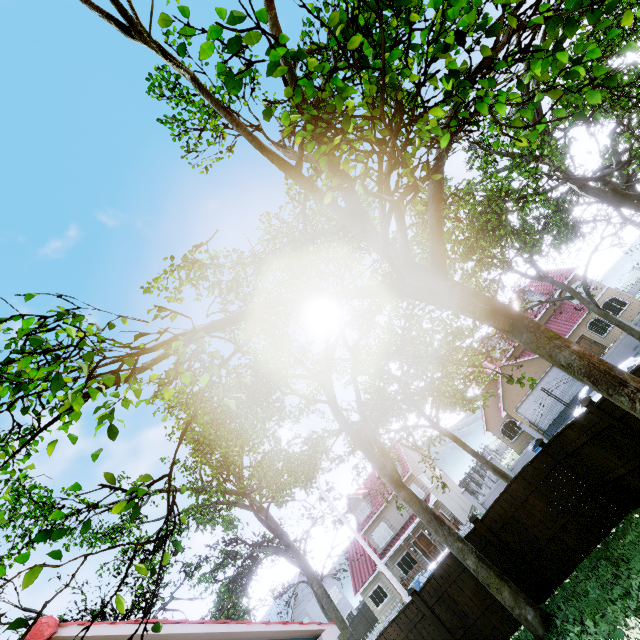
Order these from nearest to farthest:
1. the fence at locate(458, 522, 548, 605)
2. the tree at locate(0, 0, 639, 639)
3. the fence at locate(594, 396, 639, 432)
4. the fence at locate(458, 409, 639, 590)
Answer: the tree at locate(0, 0, 639, 639) → the fence at locate(594, 396, 639, 432) → the fence at locate(458, 409, 639, 590) → the fence at locate(458, 522, 548, 605)

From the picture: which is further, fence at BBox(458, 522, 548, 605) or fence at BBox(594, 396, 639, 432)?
fence at BBox(458, 522, 548, 605)

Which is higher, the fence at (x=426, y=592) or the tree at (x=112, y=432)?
the tree at (x=112, y=432)

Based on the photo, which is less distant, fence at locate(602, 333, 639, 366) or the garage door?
fence at locate(602, 333, 639, 366)

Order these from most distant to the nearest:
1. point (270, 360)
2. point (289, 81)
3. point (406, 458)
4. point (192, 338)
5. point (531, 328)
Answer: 1. point (406, 458)
2. point (270, 360)
3. point (289, 81)
4. point (531, 328)
5. point (192, 338)

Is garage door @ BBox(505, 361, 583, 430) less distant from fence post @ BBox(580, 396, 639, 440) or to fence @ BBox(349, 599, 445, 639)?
fence @ BBox(349, 599, 445, 639)

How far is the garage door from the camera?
26.02m

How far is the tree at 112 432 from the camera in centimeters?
270cm
